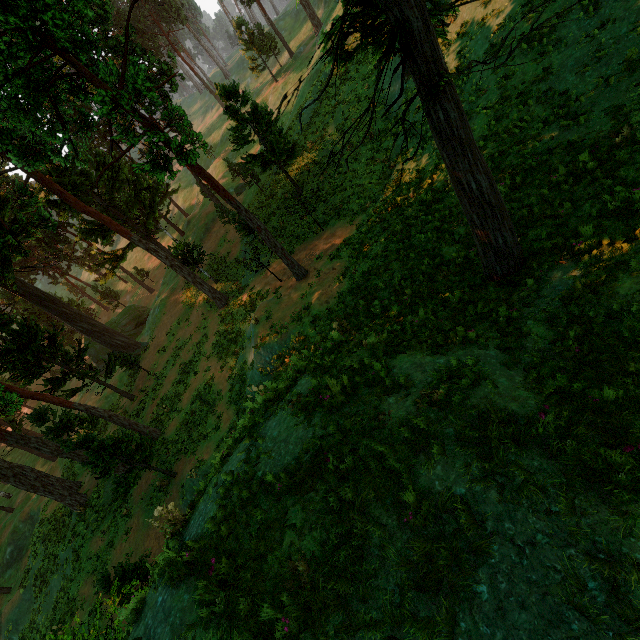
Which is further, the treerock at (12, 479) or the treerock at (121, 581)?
the treerock at (12, 479)

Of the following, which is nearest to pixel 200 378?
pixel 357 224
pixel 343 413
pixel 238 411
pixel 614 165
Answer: pixel 238 411

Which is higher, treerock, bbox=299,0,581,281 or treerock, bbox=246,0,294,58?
treerock, bbox=246,0,294,58

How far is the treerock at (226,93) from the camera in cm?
2122

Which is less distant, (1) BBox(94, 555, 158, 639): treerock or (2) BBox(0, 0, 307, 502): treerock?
(1) BBox(94, 555, 158, 639): treerock

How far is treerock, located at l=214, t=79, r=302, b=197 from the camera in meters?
21.2 m
